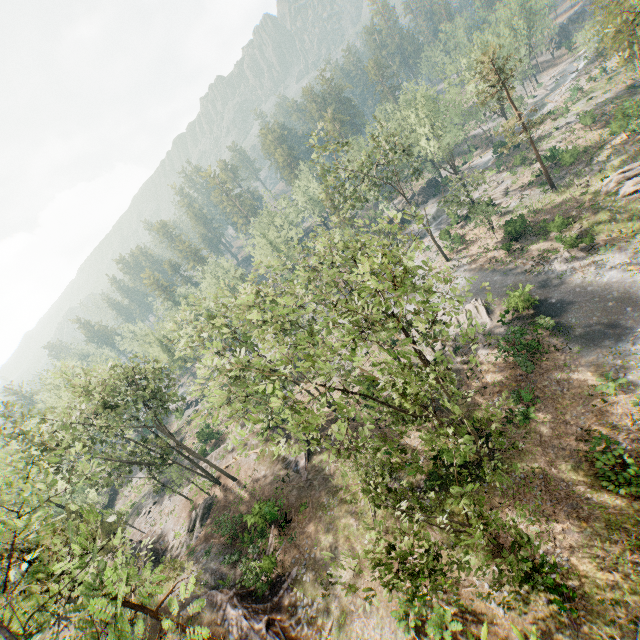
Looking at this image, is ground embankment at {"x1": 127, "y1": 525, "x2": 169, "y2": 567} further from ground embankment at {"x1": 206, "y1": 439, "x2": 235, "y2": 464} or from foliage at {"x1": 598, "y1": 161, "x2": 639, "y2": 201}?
ground embankment at {"x1": 206, "y1": 439, "x2": 235, "y2": 464}

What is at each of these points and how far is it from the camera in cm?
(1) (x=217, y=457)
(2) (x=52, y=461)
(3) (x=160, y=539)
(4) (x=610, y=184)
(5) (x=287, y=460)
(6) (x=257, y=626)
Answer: (1) ground embankment, 4122
(2) foliage, 988
(3) ground embankment, 3525
(4) foliage, 3281
(5) ground embankment, 3169
(6) ground embankment, 1870

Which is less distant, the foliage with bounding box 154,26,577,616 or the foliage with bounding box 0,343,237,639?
the foliage with bounding box 0,343,237,639

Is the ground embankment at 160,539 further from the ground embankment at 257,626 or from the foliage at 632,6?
the ground embankment at 257,626

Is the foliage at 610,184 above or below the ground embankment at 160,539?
below

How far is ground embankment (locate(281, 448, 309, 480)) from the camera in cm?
2931

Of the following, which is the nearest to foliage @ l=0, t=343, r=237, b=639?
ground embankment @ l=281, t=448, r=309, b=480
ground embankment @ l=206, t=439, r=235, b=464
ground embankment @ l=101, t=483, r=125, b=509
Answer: ground embankment @ l=206, t=439, r=235, b=464

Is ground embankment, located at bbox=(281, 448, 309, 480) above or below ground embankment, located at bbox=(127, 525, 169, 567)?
below
